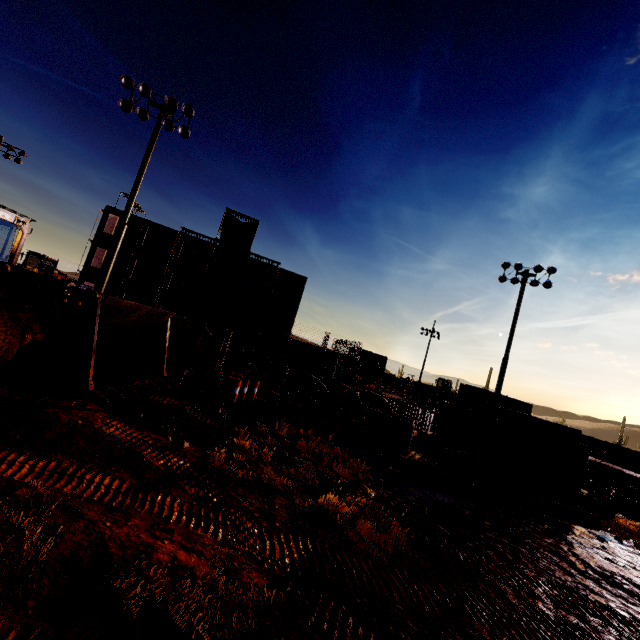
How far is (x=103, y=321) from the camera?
8.21m

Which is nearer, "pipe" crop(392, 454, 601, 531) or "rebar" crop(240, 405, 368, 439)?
"pipe" crop(392, 454, 601, 531)

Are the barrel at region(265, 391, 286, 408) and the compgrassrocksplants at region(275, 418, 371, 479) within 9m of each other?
yes

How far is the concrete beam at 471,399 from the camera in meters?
12.0

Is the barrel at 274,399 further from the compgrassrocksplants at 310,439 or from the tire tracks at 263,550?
the tire tracks at 263,550

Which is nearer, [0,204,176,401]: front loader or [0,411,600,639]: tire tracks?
[0,411,600,639]: tire tracks

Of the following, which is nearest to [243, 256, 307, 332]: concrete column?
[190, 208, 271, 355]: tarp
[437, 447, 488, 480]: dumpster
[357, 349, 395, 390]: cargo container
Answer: [190, 208, 271, 355]: tarp

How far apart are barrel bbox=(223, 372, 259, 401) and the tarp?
24.33m
